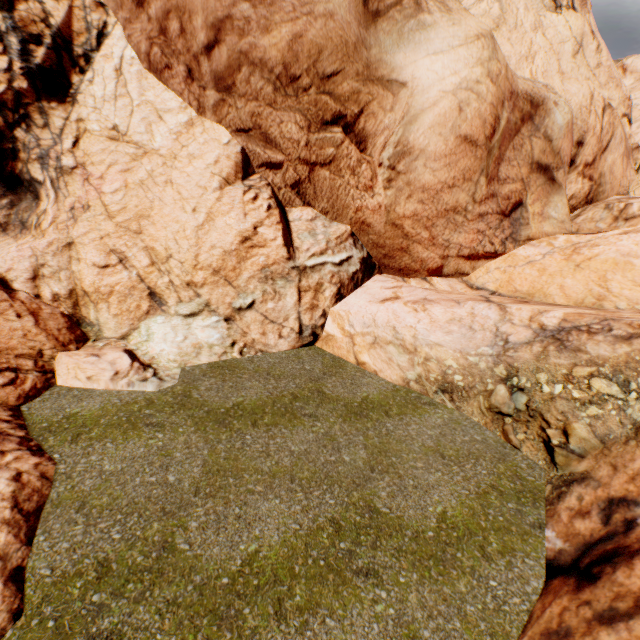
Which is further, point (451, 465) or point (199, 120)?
point (199, 120)
